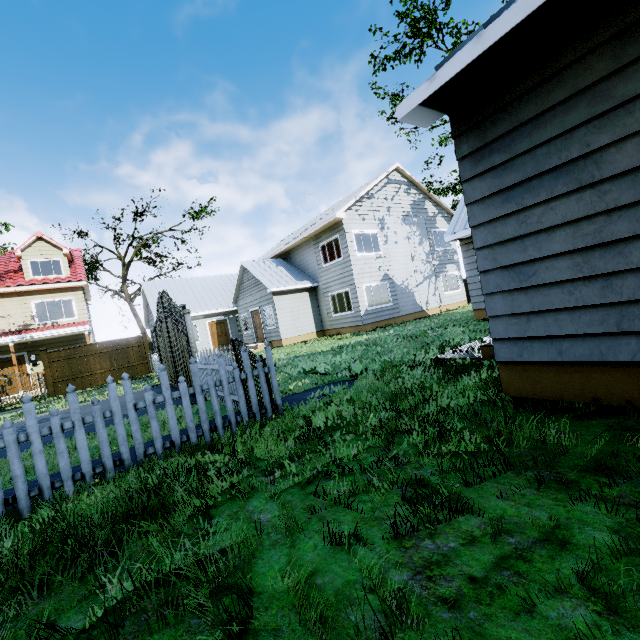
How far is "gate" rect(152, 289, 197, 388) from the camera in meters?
8.6 m

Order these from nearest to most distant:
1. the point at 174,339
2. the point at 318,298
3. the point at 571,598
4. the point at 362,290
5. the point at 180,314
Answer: the point at 571,598, the point at 180,314, the point at 174,339, the point at 362,290, the point at 318,298

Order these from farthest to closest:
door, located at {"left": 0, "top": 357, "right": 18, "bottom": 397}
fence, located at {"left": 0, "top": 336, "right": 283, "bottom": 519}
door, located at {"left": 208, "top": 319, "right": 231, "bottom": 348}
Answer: door, located at {"left": 208, "top": 319, "right": 231, "bottom": 348} < door, located at {"left": 0, "top": 357, "right": 18, "bottom": 397} < fence, located at {"left": 0, "top": 336, "right": 283, "bottom": 519}

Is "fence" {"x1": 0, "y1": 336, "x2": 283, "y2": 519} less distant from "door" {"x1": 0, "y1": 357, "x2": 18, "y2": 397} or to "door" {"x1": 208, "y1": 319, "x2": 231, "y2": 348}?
"door" {"x1": 0, "y1": 357, "x2": 18, "y2": 397}

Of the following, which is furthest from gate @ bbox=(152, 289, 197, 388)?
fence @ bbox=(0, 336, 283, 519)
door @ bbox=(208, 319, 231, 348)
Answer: door @ bbox=(208, 319, 231, 348)

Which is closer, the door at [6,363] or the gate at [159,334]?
the gate at [159,334]

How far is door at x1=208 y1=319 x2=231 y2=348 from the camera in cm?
2455

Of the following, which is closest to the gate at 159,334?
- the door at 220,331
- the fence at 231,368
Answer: the fence at 231,368
